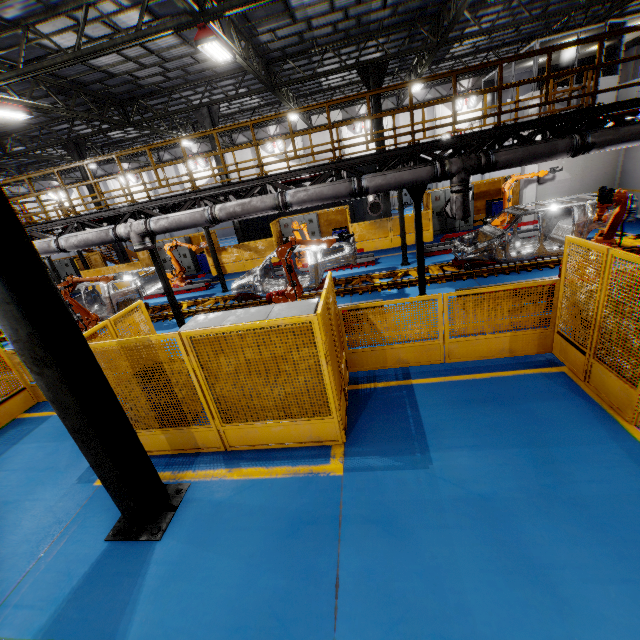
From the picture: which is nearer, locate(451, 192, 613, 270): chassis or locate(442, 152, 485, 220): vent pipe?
locate(442, 152, 485, 220): vent pipe

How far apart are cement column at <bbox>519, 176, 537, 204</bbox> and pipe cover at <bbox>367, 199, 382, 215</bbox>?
7.1 meters

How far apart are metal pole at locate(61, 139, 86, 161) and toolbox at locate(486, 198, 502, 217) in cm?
2060

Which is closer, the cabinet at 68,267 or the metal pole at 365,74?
the metal pole at 365,74

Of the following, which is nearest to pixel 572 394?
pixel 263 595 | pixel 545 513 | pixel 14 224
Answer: pixel 545 513

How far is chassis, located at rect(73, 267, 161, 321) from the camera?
11.9m

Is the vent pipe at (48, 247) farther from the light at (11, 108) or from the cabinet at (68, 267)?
the cabinet at (68, 267)

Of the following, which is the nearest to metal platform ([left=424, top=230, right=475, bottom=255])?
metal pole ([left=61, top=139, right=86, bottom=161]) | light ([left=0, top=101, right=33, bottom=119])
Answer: light ([left=0, top=101, right=33, bottom=119])
